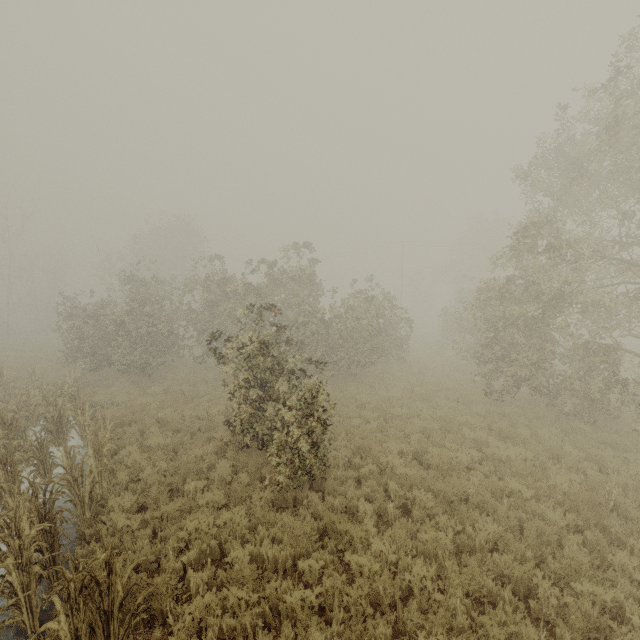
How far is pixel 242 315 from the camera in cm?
895
